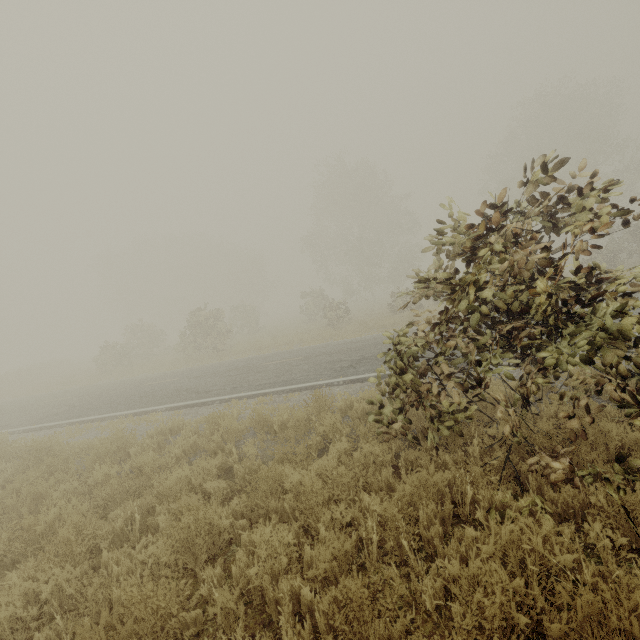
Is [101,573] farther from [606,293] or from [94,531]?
[606,293]
